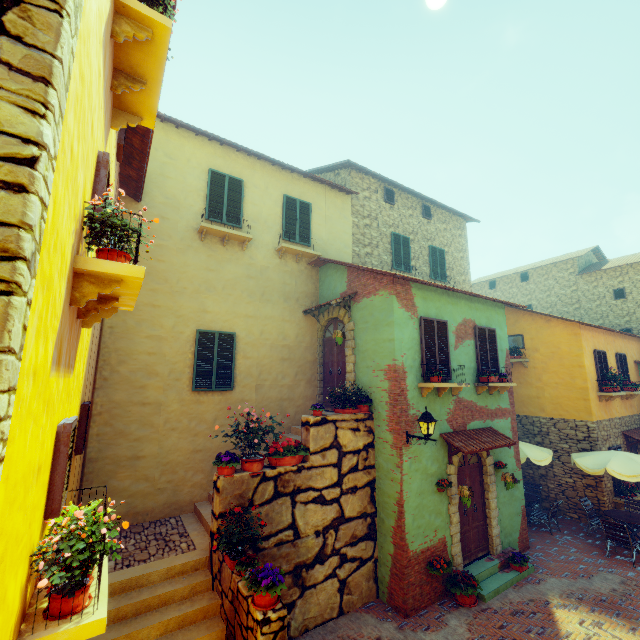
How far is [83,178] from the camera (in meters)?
2.37

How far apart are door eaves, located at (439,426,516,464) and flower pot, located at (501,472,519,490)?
0.5 meters

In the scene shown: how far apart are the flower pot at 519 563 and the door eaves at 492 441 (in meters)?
2.49

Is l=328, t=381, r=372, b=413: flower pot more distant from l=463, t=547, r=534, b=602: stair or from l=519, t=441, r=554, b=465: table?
l=519, t=441, r=554, b=465: table

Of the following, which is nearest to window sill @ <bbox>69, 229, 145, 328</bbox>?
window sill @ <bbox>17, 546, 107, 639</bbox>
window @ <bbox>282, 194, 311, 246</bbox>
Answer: window sill @ <bbox>17, 546, 107, 639</bbox>

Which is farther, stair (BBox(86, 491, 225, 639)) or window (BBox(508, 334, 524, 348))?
window (BBox(508, 334, 524, 348))

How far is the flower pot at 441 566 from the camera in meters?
7.3

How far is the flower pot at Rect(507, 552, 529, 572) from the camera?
8.44m
